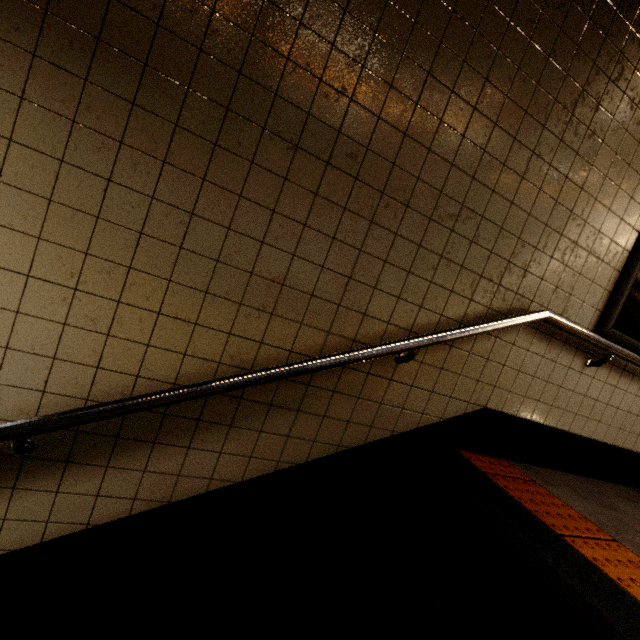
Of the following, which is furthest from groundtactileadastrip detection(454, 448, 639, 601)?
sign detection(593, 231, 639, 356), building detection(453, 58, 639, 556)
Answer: sign detection(593, 231, 639, 356)

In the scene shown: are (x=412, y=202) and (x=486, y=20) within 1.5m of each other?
yes

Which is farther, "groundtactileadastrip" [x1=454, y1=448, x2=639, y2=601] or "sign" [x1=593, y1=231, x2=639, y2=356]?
"sign" [x1=593, y1=231, x2=639, y2=356]

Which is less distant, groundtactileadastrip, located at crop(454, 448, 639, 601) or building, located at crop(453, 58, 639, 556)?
groundtactileadastrip, located at crop(454, 448, 639, 601)

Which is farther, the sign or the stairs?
the sign

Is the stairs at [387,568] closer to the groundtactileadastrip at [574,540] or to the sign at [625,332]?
the groundtactileadastrip at [574,540]

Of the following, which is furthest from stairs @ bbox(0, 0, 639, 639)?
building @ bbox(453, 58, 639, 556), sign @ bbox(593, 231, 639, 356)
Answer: sign @ bbox(593, 231, 639, 356)

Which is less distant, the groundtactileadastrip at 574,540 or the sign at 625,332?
the groundtactileadastrip at 574,540
